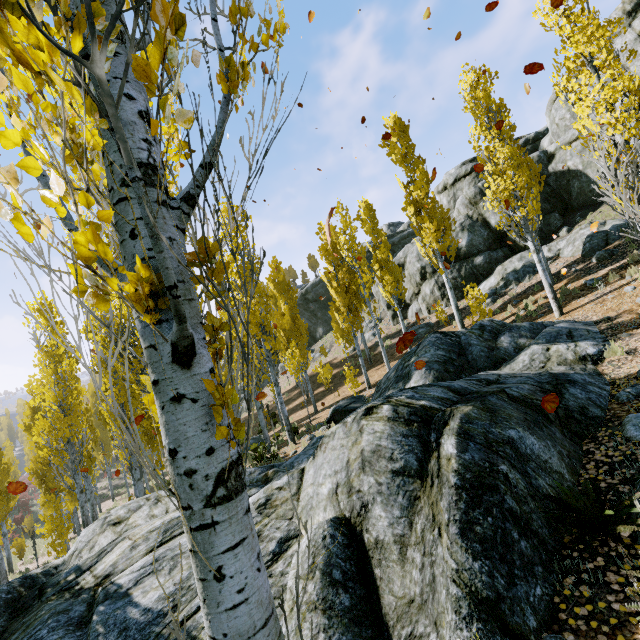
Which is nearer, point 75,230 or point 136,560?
point 75,230

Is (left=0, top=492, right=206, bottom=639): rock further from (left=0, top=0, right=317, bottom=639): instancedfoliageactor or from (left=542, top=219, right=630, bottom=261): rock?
(left=542, top=219, right=630, bottom=261): rock

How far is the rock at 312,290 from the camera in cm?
4453

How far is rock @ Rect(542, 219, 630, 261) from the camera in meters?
14.8

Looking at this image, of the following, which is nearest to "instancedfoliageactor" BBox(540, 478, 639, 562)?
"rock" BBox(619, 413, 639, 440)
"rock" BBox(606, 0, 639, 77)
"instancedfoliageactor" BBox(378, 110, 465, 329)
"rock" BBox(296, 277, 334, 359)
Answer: "rock" BBox(606, 0, 639, 77)

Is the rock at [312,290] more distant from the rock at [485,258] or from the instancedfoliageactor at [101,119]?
the instancedfoliageactor at [101,119]

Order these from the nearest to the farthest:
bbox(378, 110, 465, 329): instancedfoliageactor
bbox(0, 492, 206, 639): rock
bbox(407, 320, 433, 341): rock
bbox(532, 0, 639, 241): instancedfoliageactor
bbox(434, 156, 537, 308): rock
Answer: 1. bbox(0, 492, 206, 639): rock
2. bbox(532, 0, 639, 241): instancedfoliageactor
3. bbox(378, 110, 465, 329): instancedfoliageactor
4. bbox(434, 156, 537, 308): rock
5. bbox(407, 320, 433, 341): rock

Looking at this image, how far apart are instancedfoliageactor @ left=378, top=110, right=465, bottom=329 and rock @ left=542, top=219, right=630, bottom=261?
6.2 meters
